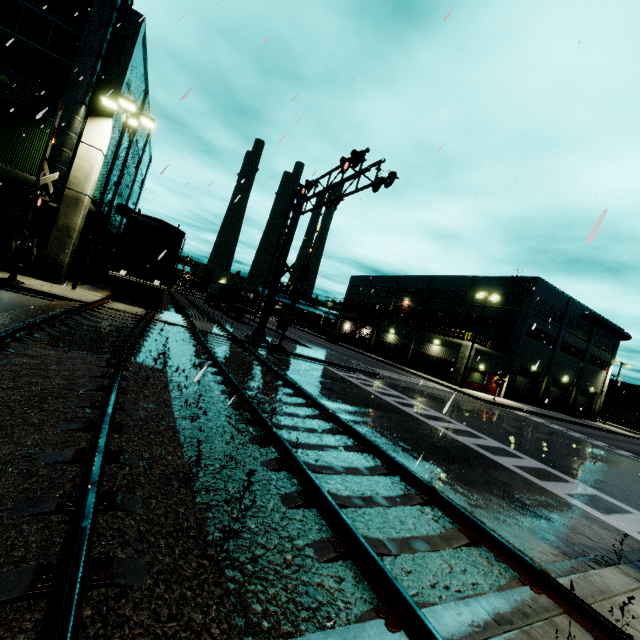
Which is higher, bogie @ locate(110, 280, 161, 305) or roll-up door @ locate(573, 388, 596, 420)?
roll-up door @ locate(573, 388, 596, 420)

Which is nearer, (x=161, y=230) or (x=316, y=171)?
(x=316, y=171)

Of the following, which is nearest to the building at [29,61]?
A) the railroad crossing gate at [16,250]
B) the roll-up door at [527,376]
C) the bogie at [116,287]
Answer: the roll-up door at [527,376]

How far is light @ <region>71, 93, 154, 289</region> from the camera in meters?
16.1 m

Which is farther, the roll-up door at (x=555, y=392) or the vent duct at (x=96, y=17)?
the roll-up door at (x=555, y=392)

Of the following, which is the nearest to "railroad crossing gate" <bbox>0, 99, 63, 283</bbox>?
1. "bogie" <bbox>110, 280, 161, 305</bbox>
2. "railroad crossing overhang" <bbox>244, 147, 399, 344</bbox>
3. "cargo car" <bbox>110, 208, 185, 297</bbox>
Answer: "railroad crossing overhang" <bbox>244, 147, 399, 344</bbox>

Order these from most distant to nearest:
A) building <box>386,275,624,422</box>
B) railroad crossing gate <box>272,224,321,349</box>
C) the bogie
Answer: building <box>386,275,624,422</box> → railroad crossing gate <box>272,224,321,349</box> → the bogie

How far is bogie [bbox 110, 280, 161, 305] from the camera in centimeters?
1750cm
